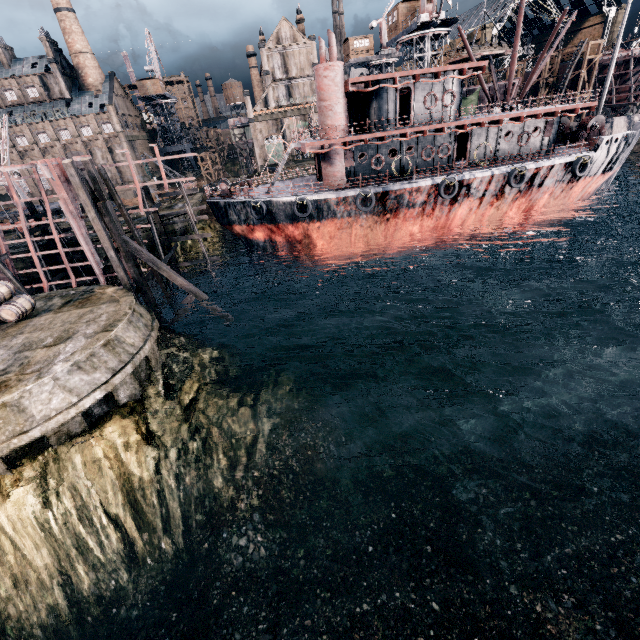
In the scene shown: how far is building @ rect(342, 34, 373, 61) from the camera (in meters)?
56.19

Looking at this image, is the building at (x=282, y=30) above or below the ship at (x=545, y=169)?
above

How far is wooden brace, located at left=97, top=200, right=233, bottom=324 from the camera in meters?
18.4

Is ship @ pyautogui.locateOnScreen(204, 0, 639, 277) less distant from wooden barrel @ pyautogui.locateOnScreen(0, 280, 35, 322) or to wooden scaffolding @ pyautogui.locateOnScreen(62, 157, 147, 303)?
wooden scaffolding @ pyautogui.locateOnScreen(62, 157, 147, 303)

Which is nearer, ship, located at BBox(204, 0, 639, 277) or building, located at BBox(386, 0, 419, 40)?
ship, located at BBox(204, 0, 639, 277)

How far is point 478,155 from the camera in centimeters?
2747cm

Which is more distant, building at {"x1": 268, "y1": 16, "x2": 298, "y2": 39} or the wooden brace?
building at {"x1": 268, "y1": 16, "x2": 298, "y2": 39}

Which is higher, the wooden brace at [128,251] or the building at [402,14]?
the building at [402,14]
